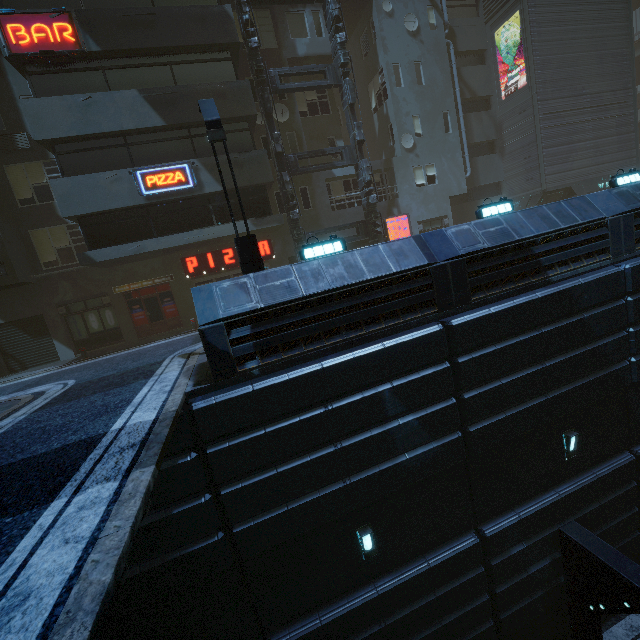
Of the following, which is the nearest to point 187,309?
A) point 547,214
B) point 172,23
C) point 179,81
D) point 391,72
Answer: point 179,81

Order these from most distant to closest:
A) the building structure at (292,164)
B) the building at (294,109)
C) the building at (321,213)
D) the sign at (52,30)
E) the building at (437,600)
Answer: the building at (321,213), the building at (294,109), the building structure at (292,164), the sign at (52,30), the building at (437,600)

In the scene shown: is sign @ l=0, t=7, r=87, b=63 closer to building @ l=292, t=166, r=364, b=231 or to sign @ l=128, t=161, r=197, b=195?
building @ l=292, t=166, r=364, b=231

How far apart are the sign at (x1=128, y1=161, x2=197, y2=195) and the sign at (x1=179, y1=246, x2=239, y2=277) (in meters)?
3.66

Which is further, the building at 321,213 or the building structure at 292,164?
the building at 321,213

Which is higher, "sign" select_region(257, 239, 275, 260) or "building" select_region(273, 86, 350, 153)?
"building" select_region(273, 86, 350, 153)

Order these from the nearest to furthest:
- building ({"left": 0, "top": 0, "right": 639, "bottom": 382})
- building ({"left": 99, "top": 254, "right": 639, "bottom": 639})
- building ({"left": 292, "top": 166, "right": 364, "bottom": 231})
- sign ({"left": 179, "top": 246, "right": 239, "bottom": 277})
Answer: building ({"left": 99, "top": 254, "right": 639, "bottom": 639}), building ({"left": 0, "top": 0, "right": 639, "bottom": 382}), sign ({"left": 179, "top": 246, "right": 239, "bottom": 277}), building ({"left": 292, "top": 166, "right": 364, "bottom": 231})

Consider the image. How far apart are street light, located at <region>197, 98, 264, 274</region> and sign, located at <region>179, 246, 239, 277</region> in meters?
8.5 m
